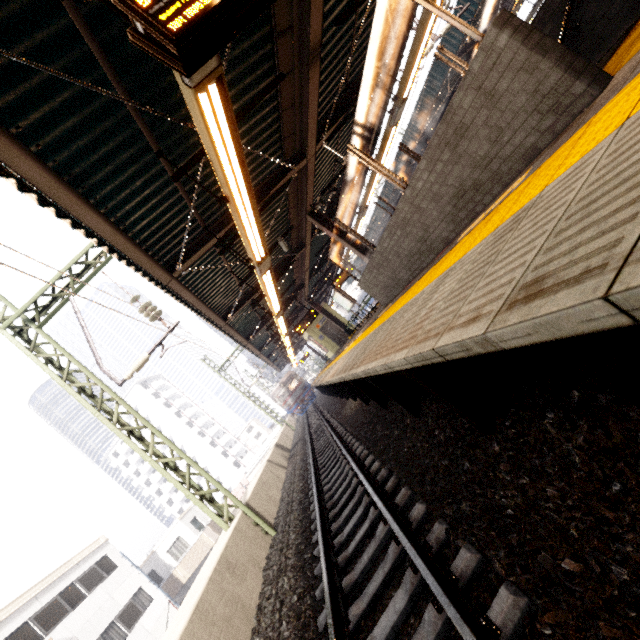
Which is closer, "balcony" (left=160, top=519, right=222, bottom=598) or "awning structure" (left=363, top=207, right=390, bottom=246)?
"balcony" (left=160, top=519, right=222, bottom=598)

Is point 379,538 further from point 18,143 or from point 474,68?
point 18,143

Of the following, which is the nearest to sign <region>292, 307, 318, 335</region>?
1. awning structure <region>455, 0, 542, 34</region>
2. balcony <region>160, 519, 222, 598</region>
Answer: awning structure <region>455, 0, 542, 34</region>

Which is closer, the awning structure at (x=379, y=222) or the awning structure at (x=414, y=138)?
the awning structure at (x=414, y=138)

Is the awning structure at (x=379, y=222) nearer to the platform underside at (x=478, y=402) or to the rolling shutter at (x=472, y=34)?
the rolling shutter at (x=472, y=34)

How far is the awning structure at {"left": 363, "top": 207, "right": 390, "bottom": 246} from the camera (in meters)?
26.21

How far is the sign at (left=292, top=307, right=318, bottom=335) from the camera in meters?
16.4 m

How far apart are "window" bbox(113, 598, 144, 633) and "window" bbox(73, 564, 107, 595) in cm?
170
